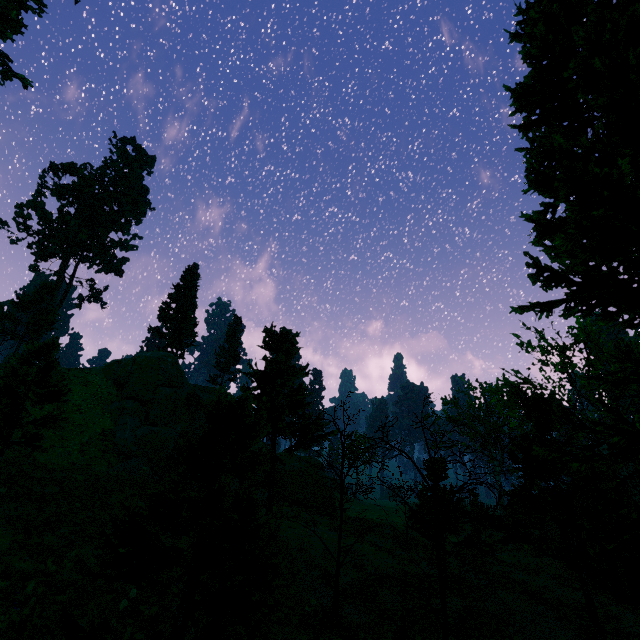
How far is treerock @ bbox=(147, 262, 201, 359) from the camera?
39.03m

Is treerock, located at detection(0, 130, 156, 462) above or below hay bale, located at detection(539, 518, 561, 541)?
above

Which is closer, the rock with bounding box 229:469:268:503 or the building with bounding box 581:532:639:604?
the building with bounding box 581:532:639:604

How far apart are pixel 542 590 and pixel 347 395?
15.5 meters

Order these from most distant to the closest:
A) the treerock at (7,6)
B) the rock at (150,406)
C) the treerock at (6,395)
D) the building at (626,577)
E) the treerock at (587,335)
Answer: the rock at (150,406) < the treerock at (7,6) < the building at (626,577) < the treerock at (6,395) < the treerock at (587,335)

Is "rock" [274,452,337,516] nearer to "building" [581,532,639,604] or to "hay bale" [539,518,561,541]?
"building" [581,532,639,604]

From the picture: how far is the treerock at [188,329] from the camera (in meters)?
39.03
